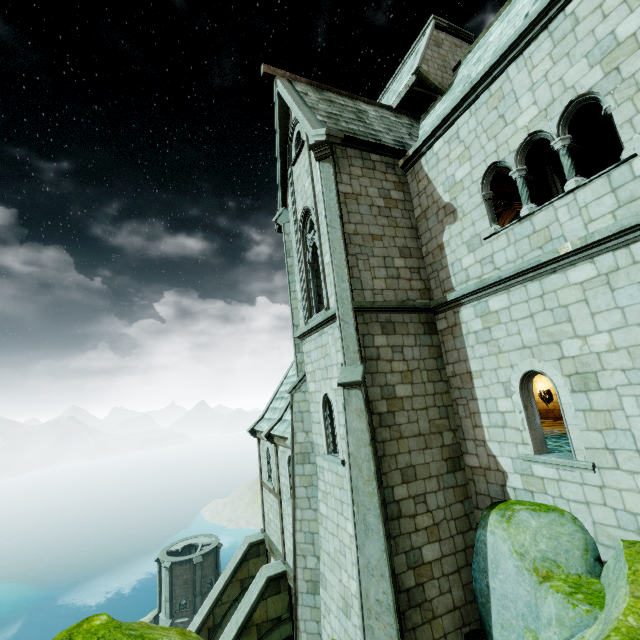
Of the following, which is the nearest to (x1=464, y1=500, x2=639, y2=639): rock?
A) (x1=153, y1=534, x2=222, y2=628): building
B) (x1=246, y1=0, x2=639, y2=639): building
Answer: (x1=246, y1=0, x2=639, y2=639): building

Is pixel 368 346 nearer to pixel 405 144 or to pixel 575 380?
pixel 575 380

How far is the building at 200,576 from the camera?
35.1m

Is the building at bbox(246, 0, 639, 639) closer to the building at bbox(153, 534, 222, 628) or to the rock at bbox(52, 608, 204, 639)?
the rock at bbox(52, 608, 204, 639)

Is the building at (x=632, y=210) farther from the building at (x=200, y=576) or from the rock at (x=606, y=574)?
the building at (x=200, y=576)
